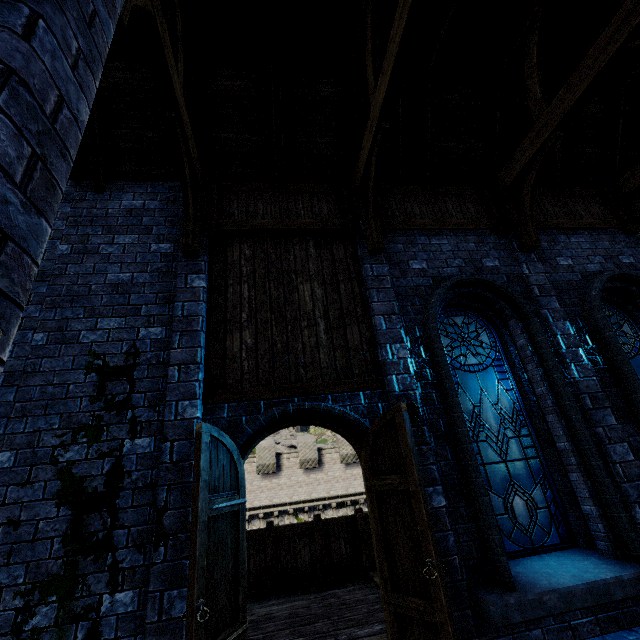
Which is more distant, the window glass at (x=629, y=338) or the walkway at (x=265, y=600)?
the window glass at (x=629, y=338)

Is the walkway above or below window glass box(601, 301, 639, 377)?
below

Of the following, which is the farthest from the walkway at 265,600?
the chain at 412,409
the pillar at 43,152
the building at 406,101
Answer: the pillar at 43,152

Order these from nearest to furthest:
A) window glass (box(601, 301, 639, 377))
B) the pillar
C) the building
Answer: the pillar < the building < window glass (box(601, 301, 639, 377))

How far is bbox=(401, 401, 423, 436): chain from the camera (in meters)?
4.26

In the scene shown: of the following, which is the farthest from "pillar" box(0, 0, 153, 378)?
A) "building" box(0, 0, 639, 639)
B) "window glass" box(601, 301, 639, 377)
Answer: "window glass" box(601, 301, 639, 377)

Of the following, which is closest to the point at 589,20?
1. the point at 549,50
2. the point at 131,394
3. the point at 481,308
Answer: the point at 549,50

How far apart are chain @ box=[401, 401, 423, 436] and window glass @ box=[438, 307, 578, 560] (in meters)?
0.80
